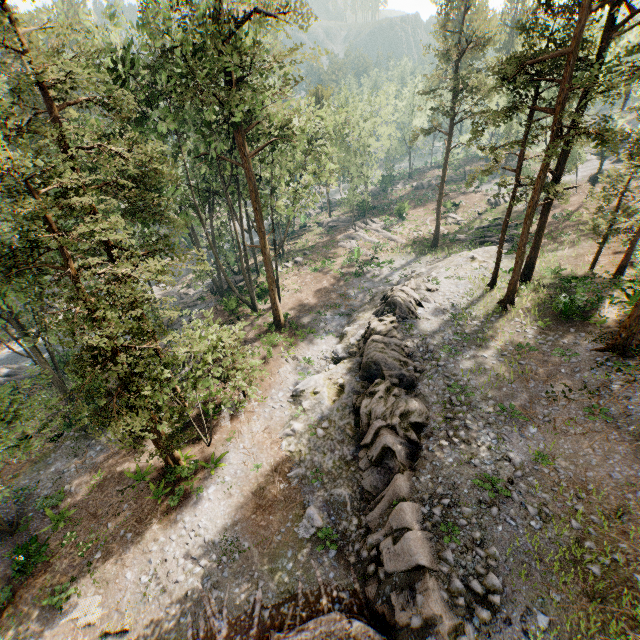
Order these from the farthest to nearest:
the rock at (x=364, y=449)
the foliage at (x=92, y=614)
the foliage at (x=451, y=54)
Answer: the foliage at (x=451, y=54) < the foliage at (x=92, y=614) < the rock at (x=364, y=449)

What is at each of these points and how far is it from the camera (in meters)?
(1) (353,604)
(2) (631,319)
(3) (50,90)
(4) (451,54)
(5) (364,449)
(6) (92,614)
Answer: (1) ground embankment, 13.73
(2) foliage, 16.41
(3) foliage, 36.59
(4) foliage, 31.11
(5) rock, 17.62
(6) foliage, 14.30

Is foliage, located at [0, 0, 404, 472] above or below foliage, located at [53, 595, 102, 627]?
above

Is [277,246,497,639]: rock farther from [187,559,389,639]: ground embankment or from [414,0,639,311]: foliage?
[414,0,639,311]: foliage

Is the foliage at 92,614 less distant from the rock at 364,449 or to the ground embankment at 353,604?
the ground embankment at 353,604

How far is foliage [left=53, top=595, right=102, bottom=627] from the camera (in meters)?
14.13

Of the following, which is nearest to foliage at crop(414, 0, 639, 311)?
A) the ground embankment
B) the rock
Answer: the ground embankment
